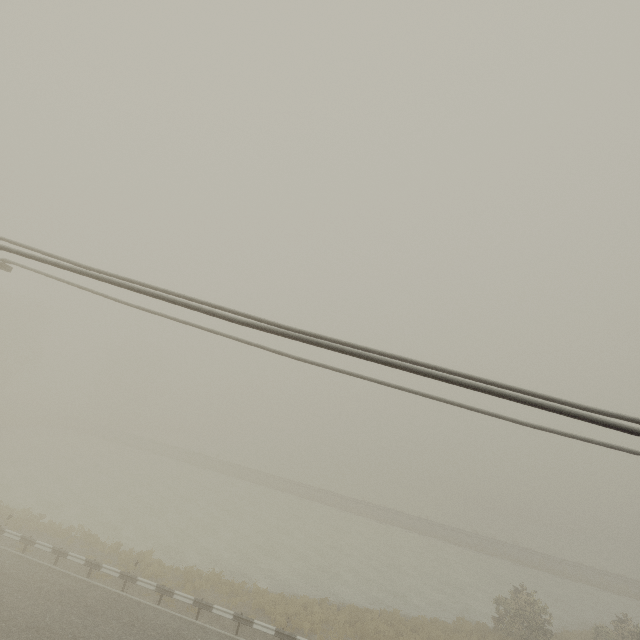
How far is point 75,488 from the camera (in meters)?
28.41
